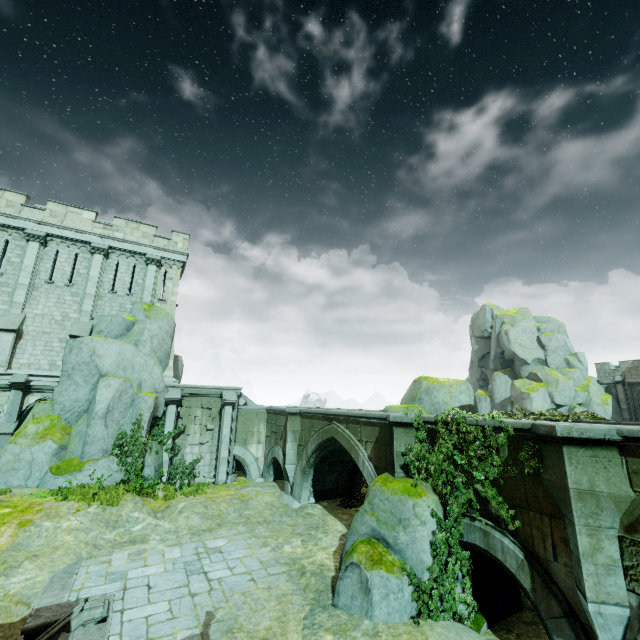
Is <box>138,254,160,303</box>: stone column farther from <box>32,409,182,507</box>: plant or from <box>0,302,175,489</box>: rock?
<box>32,409,182,507</box>: plant

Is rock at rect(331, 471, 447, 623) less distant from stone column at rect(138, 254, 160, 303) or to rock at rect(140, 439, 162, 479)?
rock at rect(140, 439, 162, 479)

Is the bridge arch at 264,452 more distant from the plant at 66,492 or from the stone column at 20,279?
the stone column at 20,279

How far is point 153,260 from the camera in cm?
2178

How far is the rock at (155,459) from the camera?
17.7m

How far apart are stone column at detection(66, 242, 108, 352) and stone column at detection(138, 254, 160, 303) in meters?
2.0 m

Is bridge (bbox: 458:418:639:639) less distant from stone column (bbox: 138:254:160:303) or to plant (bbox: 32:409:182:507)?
plant (bbox: 32:409:182:507)

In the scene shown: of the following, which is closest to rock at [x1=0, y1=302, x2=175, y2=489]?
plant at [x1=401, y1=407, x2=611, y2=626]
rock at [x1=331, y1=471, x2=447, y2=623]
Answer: rock at [x1=331, y1=471, x2=447, y2=623]
